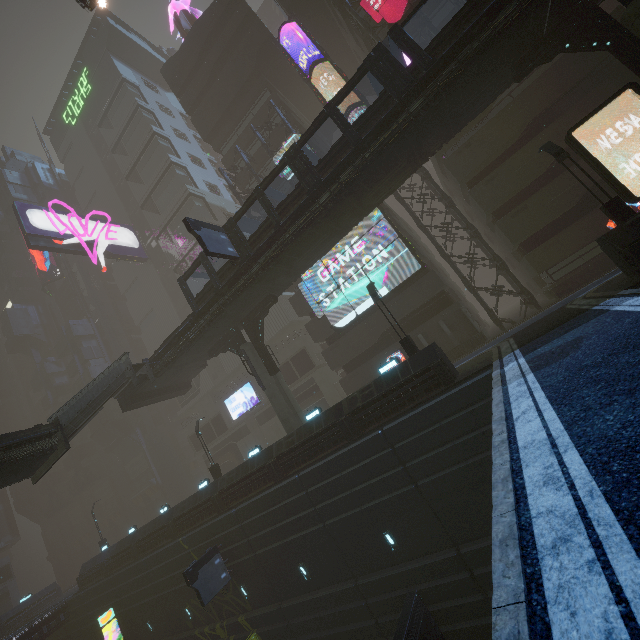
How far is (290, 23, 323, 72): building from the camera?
29.1m

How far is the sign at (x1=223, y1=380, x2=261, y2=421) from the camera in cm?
3866

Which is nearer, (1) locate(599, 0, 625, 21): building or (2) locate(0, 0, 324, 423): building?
(1) locate(599, 0, 625, 21): building

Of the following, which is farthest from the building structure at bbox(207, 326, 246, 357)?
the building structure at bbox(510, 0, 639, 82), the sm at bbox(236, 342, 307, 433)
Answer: the building structure at bbox(510, 0, 639, 82)

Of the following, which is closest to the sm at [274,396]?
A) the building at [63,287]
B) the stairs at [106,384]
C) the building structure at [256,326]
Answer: the building structure at [256,326]

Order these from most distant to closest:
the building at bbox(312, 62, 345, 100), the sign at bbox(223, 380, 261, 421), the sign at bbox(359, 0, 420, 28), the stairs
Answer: the sign at bbox(223, 380, 261, 421) → the building at bbox(312, 62, 345, 100) → the sign at bbox(359, 0, 420, 28) → the stairs

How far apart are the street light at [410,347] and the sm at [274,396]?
9.38m

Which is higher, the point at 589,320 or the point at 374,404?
the point at 374,404
